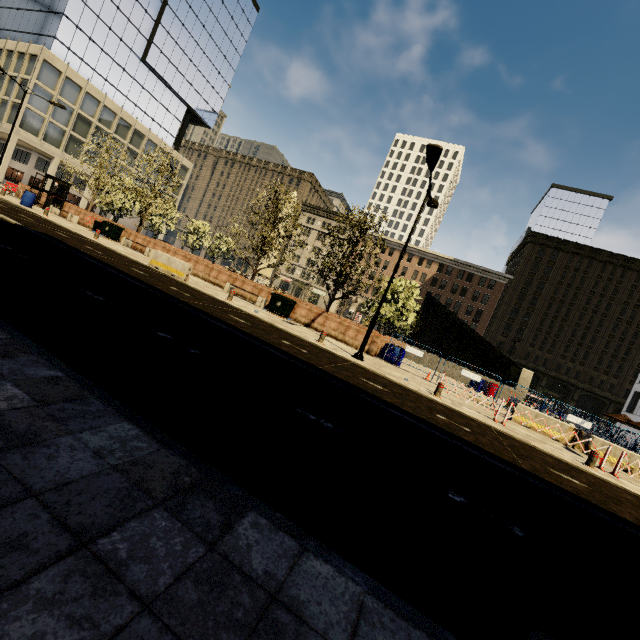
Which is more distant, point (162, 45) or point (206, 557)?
point (162, 45)

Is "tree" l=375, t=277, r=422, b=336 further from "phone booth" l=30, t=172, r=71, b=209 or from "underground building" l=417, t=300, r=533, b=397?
"underground building" l=417, t=300, r=533, b=397

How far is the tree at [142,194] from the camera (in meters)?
24.83

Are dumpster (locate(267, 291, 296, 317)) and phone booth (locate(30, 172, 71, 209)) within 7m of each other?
no

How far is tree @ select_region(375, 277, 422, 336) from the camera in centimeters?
2344cm

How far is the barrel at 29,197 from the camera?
20.7 meters

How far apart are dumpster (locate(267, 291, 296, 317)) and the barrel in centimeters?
1733cm

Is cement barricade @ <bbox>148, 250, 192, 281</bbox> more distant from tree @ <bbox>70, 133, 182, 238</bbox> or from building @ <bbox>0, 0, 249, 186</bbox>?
building @ <bbox>0, 0, 249, 186</bbox>
